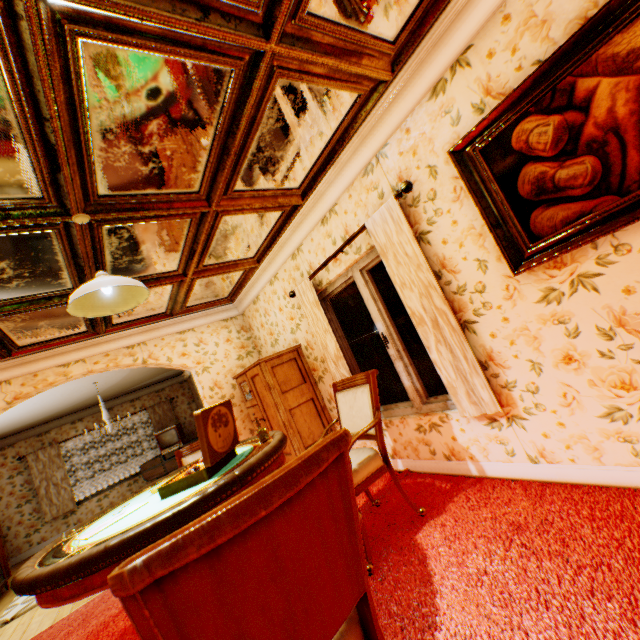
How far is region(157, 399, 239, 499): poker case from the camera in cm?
191

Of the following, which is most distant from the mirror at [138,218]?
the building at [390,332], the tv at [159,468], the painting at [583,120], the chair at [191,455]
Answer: the tv at [159,468]

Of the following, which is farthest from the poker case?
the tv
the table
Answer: the tv

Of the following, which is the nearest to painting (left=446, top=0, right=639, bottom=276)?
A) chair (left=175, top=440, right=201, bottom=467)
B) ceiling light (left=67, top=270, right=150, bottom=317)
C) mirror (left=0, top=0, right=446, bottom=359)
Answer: mirror (left=0, top=0, right=446, bottom=359)

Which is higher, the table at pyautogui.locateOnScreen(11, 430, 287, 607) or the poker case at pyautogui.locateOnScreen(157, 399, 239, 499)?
the poker case at pyautogui.locateOnScreen(157, 399, 239, 499)

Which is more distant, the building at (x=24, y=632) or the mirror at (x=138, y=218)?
the building at (x=24, y=632)

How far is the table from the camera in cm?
140

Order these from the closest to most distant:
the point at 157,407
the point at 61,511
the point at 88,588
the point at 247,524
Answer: the point at 247,524 < the point at 88,588 < the point at 61,511 < the point at 157,407
